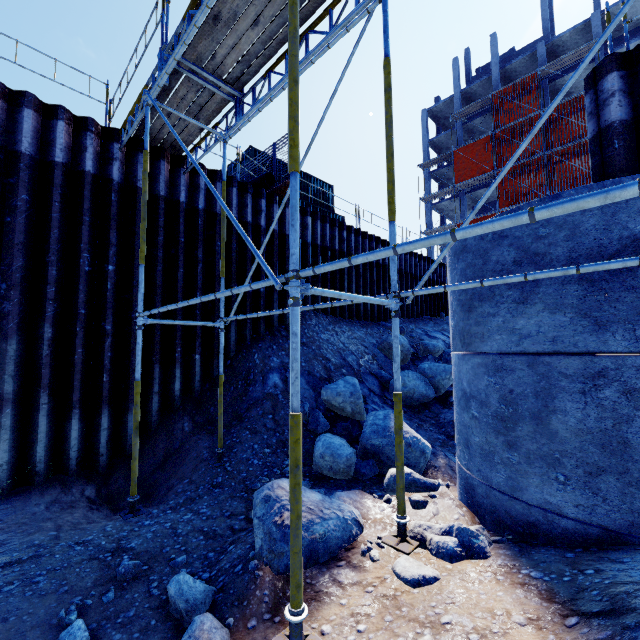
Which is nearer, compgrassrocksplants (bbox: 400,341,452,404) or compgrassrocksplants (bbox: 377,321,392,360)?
compgrassrocksplants (bbox: 400,341,452,404)

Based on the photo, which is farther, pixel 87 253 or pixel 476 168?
pixel 476 168

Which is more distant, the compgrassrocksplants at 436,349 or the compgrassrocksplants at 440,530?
the compgrassrocksplants at 436,349

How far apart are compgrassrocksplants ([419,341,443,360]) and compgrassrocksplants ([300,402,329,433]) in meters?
5.9 m

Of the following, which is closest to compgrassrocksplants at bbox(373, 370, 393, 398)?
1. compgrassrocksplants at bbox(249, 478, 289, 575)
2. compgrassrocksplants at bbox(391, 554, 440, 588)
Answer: compgrassrocksplants at bbox(249, 478, 289, 575)

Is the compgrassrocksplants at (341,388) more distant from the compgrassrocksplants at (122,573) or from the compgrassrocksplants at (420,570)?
the compgrassrocksplants at (122,573)

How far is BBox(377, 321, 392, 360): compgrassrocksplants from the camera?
10.6m

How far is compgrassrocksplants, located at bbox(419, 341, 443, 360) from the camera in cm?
1198
